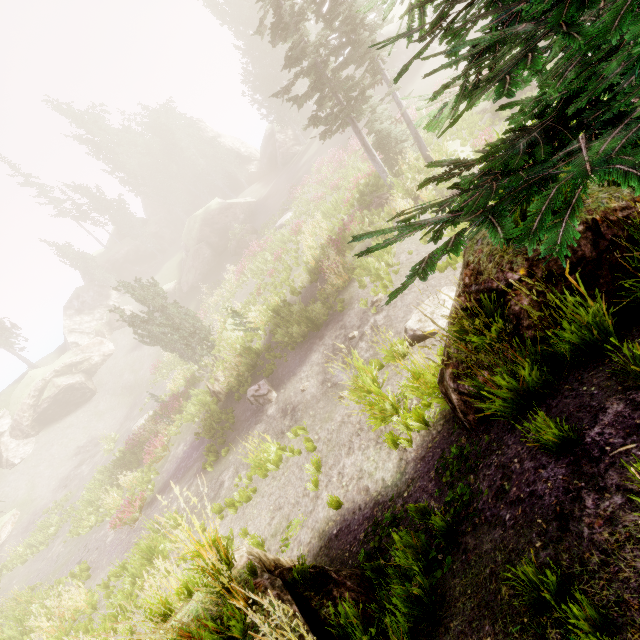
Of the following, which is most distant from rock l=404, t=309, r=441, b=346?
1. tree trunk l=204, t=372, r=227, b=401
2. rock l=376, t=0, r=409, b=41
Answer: rock l=376, t=0, r=409, b=41

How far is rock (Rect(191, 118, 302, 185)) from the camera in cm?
4141

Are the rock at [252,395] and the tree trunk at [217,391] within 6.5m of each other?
yes

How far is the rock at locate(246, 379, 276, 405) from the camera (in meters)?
13.30

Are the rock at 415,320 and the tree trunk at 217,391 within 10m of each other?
no

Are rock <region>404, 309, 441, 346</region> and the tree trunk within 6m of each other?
no

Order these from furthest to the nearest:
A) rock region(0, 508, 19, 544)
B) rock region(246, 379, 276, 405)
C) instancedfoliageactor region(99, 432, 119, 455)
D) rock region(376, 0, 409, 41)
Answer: rock region(376, 0, 409, 41)
instancedfoliageactor region(99, 432, 119, 455)
rock region(0, 508, 19, 544)
rock region(246, 379, 276, 405)

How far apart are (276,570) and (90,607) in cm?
1235
